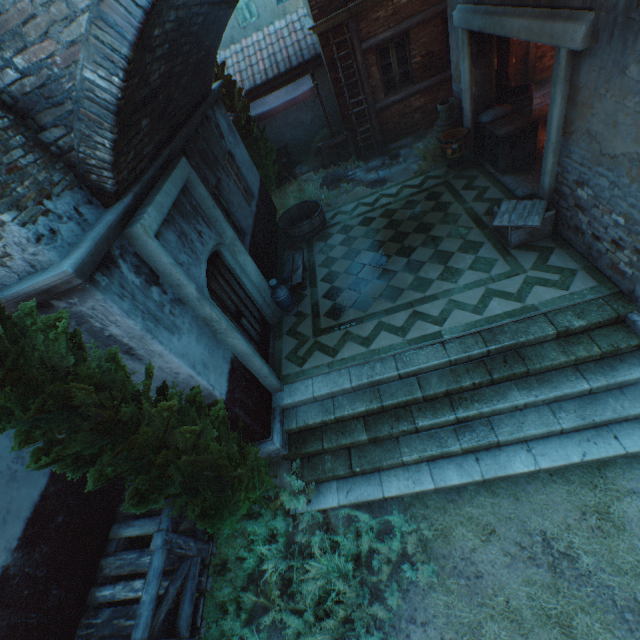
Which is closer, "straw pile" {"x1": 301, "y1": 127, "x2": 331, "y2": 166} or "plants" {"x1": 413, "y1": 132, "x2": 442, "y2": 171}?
"plants" {"x1": 413, "y1": 132, "x2": 442, "y2": 171}

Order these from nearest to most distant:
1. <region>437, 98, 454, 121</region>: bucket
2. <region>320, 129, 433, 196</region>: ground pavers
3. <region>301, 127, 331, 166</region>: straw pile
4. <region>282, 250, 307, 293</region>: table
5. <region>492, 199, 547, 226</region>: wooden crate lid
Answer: <region>492, 199, 547, 226</region>: wooden crate lid, <region>282, 250, 307, 293</region>: table, <region>437, 98, 454, 121</region>: bucket, <region>320, 129, 433, 196</region>: ground pavers, <region>301, 127, 331, 166</region>: straw pile

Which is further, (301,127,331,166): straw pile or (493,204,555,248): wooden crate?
(301,127,331,166): straw pile

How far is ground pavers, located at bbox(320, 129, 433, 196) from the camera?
10.0 meters

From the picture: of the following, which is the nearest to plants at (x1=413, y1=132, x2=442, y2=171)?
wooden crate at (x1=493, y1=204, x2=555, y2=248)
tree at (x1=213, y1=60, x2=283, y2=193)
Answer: wooden crate at (x1=493, y1=204, x2=555, y2=248)

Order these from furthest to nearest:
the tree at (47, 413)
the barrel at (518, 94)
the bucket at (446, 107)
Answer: the bucket at (446, 107), the barrel at (518, 94), the tree at (47, 413)

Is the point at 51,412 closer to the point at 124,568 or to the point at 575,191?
the point at 124,568

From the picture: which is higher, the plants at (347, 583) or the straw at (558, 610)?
the plants at (347, 583)
